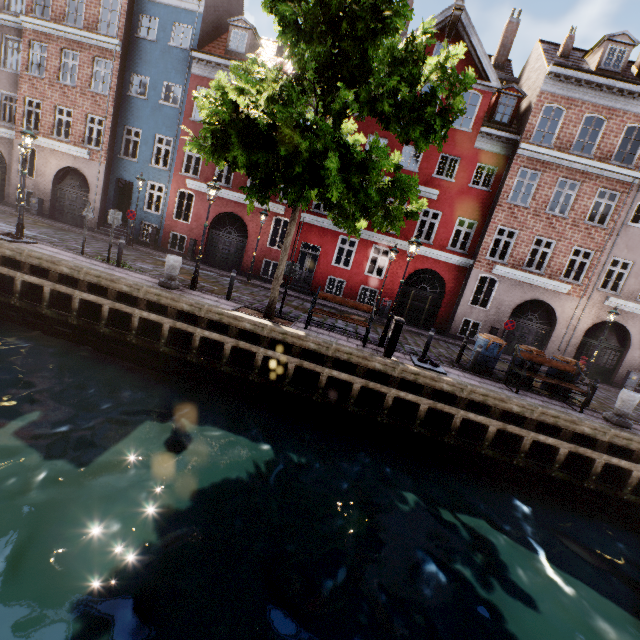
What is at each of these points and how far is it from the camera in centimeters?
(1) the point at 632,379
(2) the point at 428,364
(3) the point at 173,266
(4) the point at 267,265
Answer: (1) electrical box, 1728cm
(2) boat ring, 1026cm
(3) pillar, 1059cm
(4) building, 2572cm

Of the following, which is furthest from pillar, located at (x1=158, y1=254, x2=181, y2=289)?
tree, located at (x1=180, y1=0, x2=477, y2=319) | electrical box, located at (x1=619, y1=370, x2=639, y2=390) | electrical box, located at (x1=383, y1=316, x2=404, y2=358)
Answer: electrical box, located at (x1=619, y1=370, x2=639, y2=390)

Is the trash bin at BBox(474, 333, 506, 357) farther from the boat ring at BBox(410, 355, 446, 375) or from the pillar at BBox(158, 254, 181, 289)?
the pillar at BBox(158, 254, 181, 289)

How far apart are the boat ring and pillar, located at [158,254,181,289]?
8.2m

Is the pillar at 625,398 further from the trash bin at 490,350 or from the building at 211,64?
the building at 211,64

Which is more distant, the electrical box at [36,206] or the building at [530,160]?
the electrical box at [36,206]

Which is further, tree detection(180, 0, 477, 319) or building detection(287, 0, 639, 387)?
building detection(287, 0, 639, 387)

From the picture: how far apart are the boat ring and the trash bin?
1.8m
